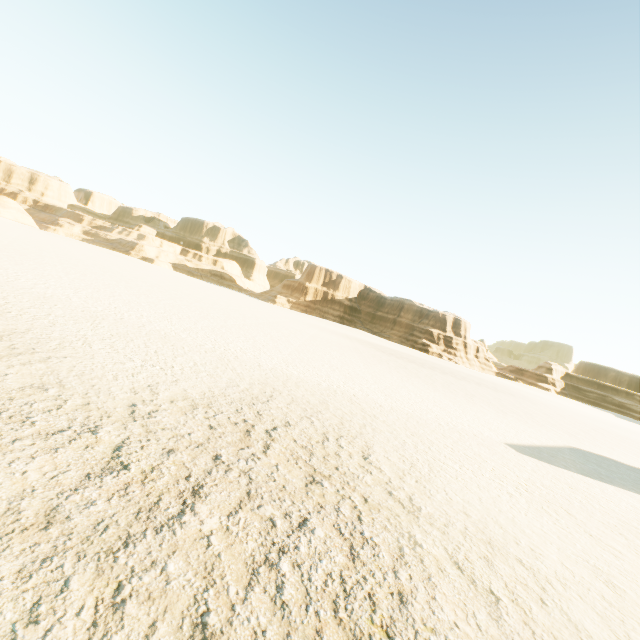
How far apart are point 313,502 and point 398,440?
3.6m
